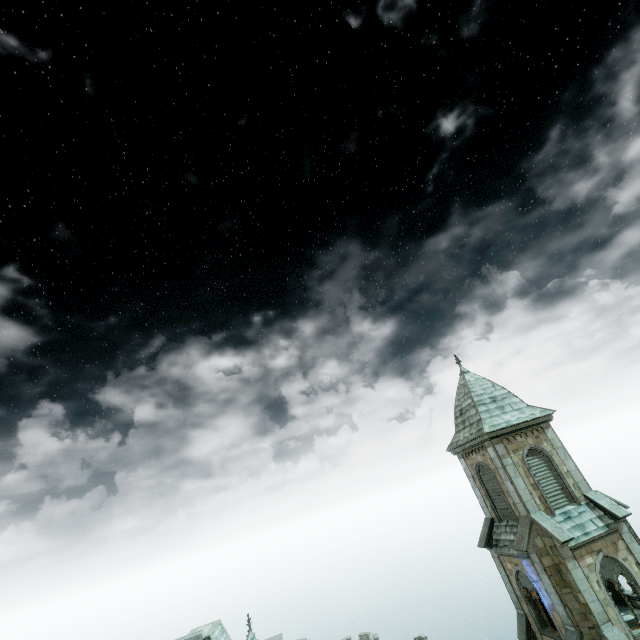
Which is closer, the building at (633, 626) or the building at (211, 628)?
the building at (211, 628)

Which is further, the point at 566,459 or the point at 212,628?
the point at 212,628

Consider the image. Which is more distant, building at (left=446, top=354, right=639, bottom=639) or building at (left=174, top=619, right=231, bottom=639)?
building at (left=446, top=354, right=639, bottom=639)
